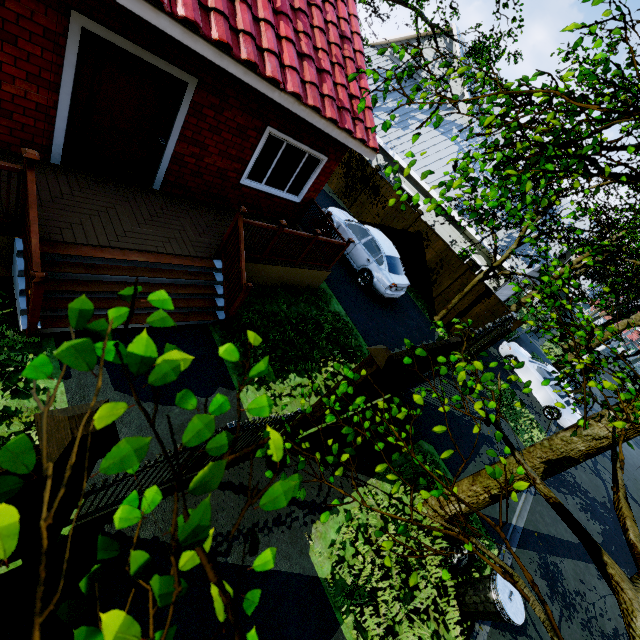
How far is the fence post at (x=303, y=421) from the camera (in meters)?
4.94

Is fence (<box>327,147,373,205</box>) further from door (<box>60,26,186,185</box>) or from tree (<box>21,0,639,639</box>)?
door (<box>60,26,186,185</box>)

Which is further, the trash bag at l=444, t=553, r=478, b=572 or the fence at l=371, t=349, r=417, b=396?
the trash bag at l=444, t=553, r=478, b=572

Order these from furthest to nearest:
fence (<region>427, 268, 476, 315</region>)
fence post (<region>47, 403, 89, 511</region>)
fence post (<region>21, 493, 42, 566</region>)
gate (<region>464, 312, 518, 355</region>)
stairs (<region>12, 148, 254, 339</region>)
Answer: fence (<region>427, 268, 476, 315</region>) < gate (<region>464, 312, 518, 355</region>) < stairs (<region>12, 148, 254, 339</region>) < fence post (<region>21, 493, 42, 566</region>) < fence post (<region>47, 403, 89, 511</region>)

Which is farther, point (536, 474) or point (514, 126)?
point (514, 126)

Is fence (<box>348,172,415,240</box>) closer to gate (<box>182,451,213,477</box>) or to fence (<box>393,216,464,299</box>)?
fence (<box>393,216,464,299</box>)

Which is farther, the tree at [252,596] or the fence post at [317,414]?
the fence post at [317,414]

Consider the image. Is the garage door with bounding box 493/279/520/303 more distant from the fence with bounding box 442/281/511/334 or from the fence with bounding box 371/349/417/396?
the fence with bounding box 371/349/417/396
